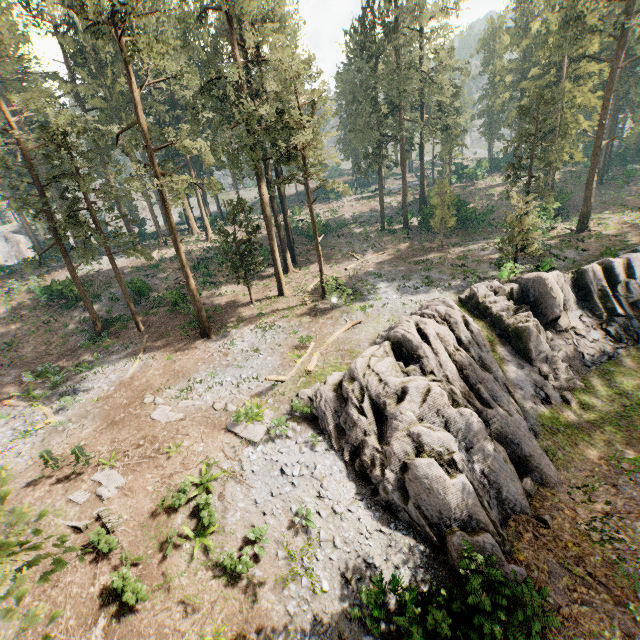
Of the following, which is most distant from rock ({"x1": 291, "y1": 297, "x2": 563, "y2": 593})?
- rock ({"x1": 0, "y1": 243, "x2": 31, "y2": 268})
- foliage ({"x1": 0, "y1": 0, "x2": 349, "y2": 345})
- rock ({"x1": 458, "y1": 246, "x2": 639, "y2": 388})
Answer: rock ({"x1": 0, "y1": 243, "x2": 31, "y2": 268})

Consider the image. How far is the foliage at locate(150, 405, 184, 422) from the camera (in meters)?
17.23

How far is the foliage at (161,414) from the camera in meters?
17.2

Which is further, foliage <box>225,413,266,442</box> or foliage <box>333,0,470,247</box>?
foliage <box>333,0,470,247</box>

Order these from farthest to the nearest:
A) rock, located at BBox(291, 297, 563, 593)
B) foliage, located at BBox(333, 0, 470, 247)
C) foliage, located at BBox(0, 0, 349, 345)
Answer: foliage, located at BBox(333, 0, 470, 247) → foliage, located at BBox(0, 0, 349, 345) → rock, located at BBox(291, 297, 563, 593)

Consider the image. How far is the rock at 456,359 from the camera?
12.88m

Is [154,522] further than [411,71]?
No
